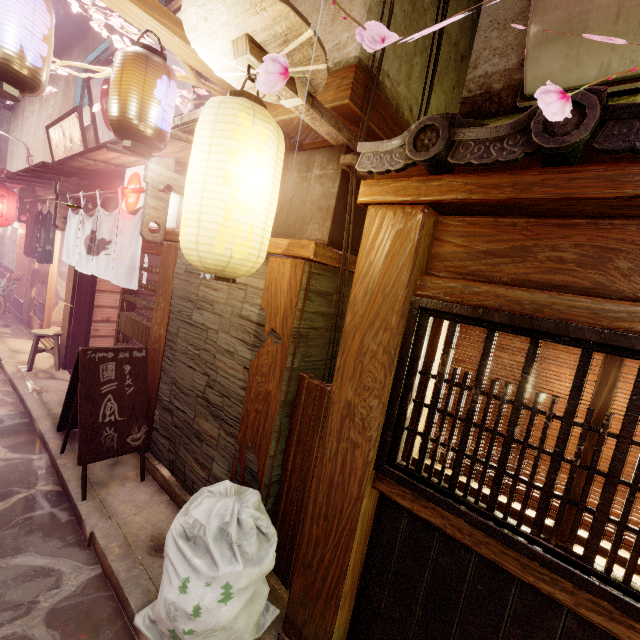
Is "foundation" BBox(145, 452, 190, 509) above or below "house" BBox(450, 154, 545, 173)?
below

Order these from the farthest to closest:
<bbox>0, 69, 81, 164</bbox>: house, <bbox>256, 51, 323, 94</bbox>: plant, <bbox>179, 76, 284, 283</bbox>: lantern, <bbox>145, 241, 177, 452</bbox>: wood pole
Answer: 1. <bbox>0, 69, 81, 164</bbox>: house
2. <bbox>145, 241, 177, 452</bbox>: wood pole
3. <bbox>179, 76, 284, 283</bbox>: lantern
4. <bbox>256, 51, 323, 94</bbox>: plant

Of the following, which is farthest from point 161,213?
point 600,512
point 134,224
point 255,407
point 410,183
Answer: point 600,512

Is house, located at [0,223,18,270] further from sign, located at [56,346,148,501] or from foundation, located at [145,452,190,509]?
foundation, located at [145,452,190,509]

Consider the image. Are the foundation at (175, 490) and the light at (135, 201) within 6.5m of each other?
yes

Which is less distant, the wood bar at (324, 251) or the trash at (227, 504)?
the trash at (227, 504)

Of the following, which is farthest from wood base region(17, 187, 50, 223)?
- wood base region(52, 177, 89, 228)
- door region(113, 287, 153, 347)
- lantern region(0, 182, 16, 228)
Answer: door region(113, 287, 153, 347)

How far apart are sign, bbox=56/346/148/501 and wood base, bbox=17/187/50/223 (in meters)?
14.18
